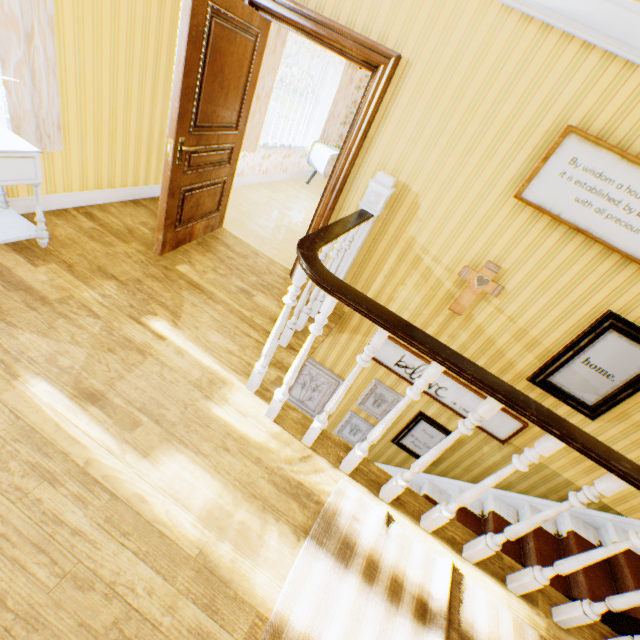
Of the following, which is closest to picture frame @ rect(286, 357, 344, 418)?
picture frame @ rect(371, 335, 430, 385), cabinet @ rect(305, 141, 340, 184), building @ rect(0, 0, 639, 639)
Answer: building @ rect(0, 0, 639, 639)

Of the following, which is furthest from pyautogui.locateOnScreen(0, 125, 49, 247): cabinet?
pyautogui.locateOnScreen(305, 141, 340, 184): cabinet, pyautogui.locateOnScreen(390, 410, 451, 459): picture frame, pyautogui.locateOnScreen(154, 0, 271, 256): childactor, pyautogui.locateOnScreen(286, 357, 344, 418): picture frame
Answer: pyautogui.locateOnScreen(305, 141, 340, 184): cabinet

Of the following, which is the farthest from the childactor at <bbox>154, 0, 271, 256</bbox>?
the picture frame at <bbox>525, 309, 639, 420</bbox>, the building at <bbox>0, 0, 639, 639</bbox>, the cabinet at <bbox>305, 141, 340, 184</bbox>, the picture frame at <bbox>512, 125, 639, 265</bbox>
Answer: the picture frame at <bbox>525, 309, 639, 420</bbox>

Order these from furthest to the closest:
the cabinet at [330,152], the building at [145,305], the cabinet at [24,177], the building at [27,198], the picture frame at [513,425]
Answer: the cabinet at [330,152], the picture frame at [513,425], the building at [27,198], the cabinet at [24,177], the building at [145,305]

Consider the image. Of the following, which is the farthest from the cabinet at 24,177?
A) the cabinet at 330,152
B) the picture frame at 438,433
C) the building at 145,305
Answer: the cabinet at 330,152

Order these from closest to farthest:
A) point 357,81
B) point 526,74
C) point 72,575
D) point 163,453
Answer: point 72,575 → point 163,453 → point 526,74 → point 357,81

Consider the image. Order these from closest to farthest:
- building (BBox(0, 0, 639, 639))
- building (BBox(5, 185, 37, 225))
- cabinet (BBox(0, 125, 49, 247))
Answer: building (BBox(0, 0, 639, 639)) < cabinet (BBox(0, 125, 49, 247)) < building (BBox(5, 185, 37, 225))

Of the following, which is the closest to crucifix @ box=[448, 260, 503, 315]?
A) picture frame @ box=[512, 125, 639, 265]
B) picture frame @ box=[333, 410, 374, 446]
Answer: picture frame @ box=[512, 125, 639, 265]
